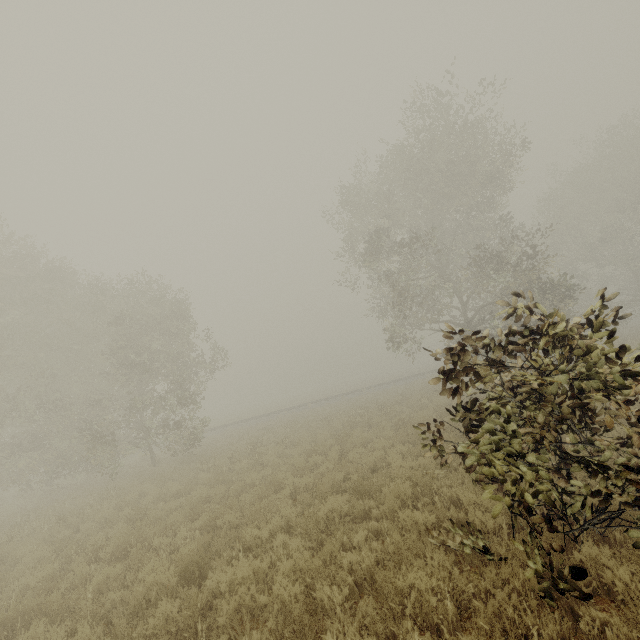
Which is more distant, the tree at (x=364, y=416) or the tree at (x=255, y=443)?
the tree at (x=364, y=416)

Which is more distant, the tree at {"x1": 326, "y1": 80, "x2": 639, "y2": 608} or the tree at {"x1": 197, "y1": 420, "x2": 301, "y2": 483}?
the tree at {"x1": 197, "y1": 420, "x2": 301, "y2": 483}

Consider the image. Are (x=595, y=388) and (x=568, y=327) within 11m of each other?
yes

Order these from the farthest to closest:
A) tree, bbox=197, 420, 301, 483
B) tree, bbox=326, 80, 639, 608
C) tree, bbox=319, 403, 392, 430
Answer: tree, bbox=319, 403, 392, 430 → tree, bbox=197, 420, 301, 483 → tree, bbox=326, 80, 639, 608

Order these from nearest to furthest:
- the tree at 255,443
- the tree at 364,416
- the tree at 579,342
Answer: the tree at 579,342
the tree at 255,443
the tree at 364,416

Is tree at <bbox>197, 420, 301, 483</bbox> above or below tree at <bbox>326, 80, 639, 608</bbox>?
below

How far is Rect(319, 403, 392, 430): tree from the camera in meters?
16.9 m
